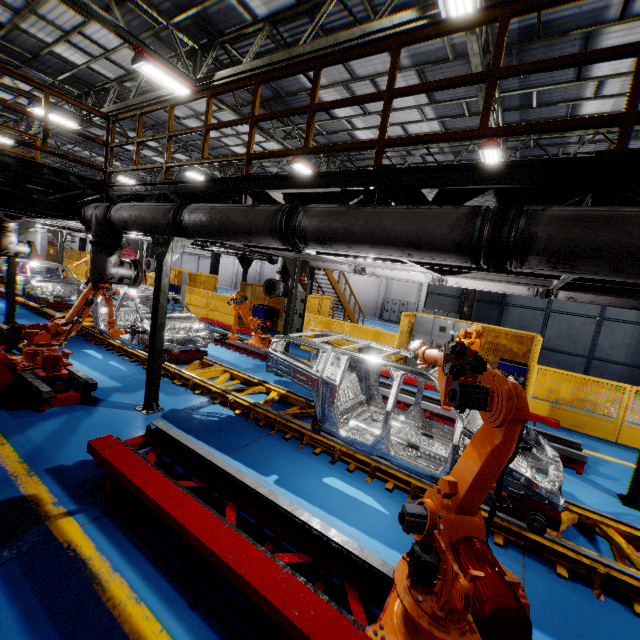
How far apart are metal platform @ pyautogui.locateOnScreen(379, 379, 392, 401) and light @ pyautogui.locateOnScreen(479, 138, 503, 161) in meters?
7.4

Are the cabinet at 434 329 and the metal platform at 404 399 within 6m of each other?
yes

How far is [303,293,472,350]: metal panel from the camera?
11.3m

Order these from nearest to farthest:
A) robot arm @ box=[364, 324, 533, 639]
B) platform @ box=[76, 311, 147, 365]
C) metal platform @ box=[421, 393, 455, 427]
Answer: robot arm @ box=[364, 324, 533, 639] → metal platform @ box=[421, 393, 455, 427] → platform @ box=[76, 311, 147, 365]

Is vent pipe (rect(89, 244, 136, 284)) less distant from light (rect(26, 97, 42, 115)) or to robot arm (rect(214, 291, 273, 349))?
robot arm (rect(214, 291, 273, 349))

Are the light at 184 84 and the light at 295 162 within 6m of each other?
yes

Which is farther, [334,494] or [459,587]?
[334,494]

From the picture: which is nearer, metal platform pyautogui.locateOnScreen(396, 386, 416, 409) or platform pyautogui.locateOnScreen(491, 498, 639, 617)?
platform pyautogui.locateOnScreen(491, 498, 639, 617)
